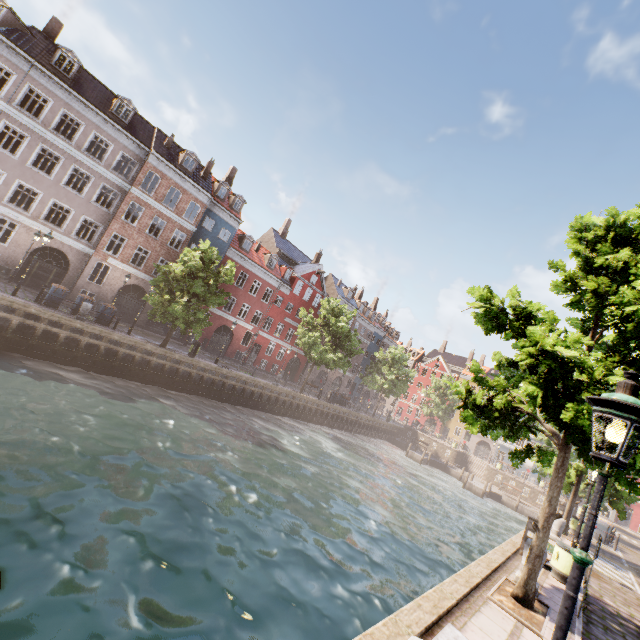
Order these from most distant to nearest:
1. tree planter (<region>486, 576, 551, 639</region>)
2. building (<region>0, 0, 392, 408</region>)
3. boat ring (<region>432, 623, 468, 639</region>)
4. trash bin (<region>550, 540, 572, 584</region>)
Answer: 1. building (<region>0, 0, 392, 408</region>)
2. trash bin (<region>550, 540, 572, 584</region>)
3. tree planter (<region>486, 576, 551, 639</region>)
4. boat ring (<region>432, 623, 468, 639</region>)

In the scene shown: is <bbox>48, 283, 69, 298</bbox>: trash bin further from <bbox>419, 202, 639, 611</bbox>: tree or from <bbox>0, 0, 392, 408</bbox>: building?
<bbox>0, 0, 392, 408</bbox>: building

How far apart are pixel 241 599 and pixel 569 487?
18.5m

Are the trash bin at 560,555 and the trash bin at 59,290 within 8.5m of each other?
no

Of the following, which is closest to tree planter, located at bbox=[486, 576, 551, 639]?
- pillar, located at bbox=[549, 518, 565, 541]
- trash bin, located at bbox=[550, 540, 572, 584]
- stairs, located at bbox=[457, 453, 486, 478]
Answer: trash bin, located at bbox=[550, 540, 572, 584]

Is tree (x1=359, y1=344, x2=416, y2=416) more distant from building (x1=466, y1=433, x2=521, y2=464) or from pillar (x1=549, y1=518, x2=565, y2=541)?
building (x1=466, y1=433, x2=521, y2=464)

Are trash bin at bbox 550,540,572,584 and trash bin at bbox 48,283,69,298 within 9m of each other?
no

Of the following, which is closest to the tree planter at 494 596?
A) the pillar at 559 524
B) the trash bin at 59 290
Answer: the pillar at 559 524
